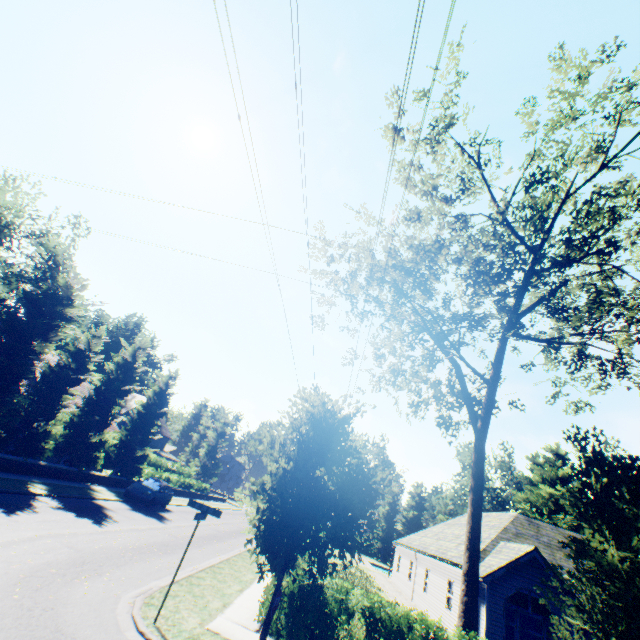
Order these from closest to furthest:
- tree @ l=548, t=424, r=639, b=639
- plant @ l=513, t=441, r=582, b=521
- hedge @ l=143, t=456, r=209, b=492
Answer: tree @ l=548, t=424, r=639, b=639
hedge @ l=143, t=456, r=209, b=492
plant @ l=513, t=441, r=582, b=521

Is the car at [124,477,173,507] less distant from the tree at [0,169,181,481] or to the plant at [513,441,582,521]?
the tree at [0,169,181,481]

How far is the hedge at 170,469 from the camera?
32.7 meters

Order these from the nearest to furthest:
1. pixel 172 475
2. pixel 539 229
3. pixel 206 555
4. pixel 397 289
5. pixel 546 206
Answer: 1. pixel 546 206
2. pixel 539 229
3. pixel 206 555
4. pixel 397 289
5. pixel 172 475

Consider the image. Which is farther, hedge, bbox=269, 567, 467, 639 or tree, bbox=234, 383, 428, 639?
hedge, bbox=269, 567, 467, 639

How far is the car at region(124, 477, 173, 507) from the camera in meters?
22.2

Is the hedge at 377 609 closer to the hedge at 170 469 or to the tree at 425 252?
the tree at 425 252

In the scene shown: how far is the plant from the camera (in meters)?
47.72
